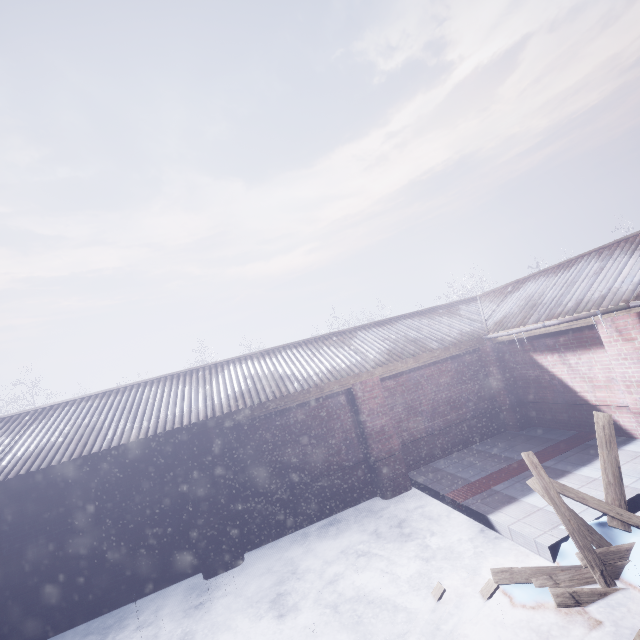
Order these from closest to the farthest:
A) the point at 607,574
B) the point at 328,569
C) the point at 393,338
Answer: the point at 607,574, the point at 328,569, the point at 393,338
